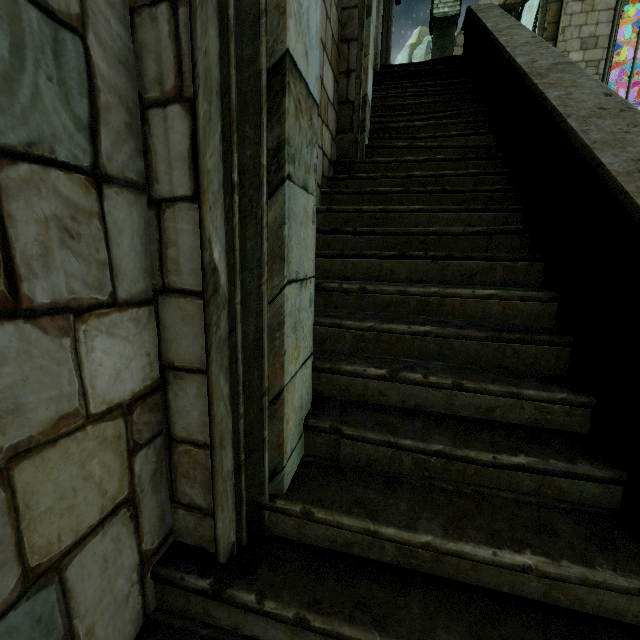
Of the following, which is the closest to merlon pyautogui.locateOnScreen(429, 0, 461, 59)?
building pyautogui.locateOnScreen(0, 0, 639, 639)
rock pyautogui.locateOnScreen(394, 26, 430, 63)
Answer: building pyautogui.locateOnScreen(0, 0, 639, 639)

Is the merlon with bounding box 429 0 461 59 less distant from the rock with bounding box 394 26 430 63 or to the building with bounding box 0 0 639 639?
the building with bounding box 0 0 639 639

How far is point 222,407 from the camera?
1.3m

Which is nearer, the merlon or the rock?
the merlon

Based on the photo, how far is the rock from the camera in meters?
31.6

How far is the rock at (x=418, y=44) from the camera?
31.6m

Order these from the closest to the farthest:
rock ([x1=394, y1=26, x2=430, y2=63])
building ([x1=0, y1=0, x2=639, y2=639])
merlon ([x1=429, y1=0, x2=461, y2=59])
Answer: building ([x1=0, y1=0, x2=639, y2=639])
merlon ([x1=429, y1=0, x2=461, y2=59])
rock ([x1=394, y1=26, x2=430, y2=63])

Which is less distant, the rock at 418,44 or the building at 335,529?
the building at 335,529
